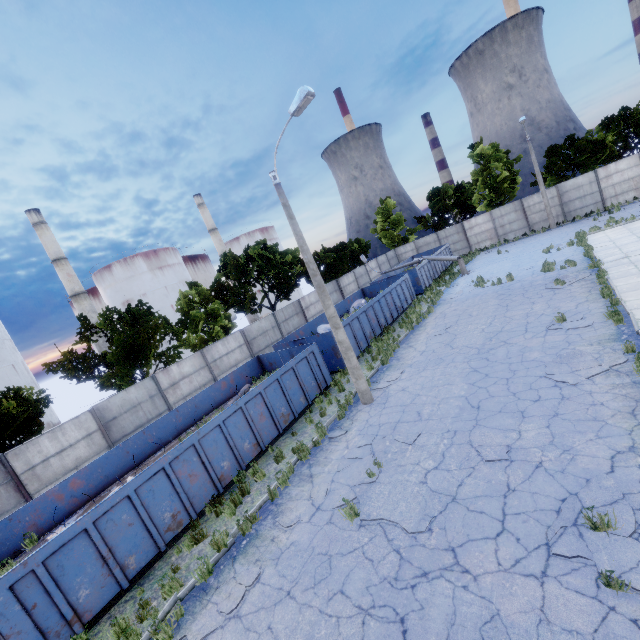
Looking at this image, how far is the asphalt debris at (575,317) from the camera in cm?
1106

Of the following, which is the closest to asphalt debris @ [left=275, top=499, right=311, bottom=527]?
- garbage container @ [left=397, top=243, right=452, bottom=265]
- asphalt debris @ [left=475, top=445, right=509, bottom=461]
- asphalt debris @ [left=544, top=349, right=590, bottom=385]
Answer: asphalt debris @ [left=475, top=445, right=509, bottom=461]

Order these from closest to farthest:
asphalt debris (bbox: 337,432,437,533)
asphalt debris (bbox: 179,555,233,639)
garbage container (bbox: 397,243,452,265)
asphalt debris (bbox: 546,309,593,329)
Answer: asphalt debris (bbox: 179,555,233,639)
asphalt debris (bbox: 337,432,437,533)
asphalt debris (bbox: 546,309,593,329)
garbage container (bbox: 397,243,452,265)

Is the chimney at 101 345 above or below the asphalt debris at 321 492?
above

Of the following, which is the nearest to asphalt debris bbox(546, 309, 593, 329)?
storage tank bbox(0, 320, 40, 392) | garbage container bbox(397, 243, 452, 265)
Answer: garbage container bbox(397, 243, 452, 265)

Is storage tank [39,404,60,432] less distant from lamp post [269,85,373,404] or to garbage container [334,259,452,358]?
garbage container [334,259,452,358]

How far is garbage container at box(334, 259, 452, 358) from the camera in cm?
1783

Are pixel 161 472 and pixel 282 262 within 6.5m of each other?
no
